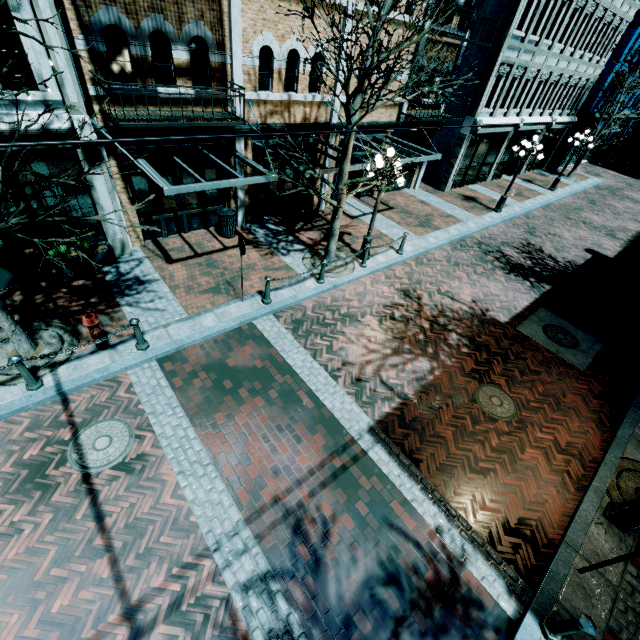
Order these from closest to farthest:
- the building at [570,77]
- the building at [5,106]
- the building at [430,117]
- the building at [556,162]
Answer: the building at [5,106] → the building at [430,117] → the building at [570,77] → the building at [556,162]

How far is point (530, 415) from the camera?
7.70m

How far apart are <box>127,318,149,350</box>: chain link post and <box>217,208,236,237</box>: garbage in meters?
5.3 m

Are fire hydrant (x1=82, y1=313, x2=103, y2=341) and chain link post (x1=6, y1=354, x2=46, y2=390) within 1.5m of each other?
yes

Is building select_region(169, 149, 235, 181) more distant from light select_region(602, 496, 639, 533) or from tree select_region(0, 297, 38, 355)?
light select_region(602, 496, 639, 533)

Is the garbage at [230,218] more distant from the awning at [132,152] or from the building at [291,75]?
the awning at [132,152]

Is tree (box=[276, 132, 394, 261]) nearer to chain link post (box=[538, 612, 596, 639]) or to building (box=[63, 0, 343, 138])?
building (box=[63, 0, 343, 138])

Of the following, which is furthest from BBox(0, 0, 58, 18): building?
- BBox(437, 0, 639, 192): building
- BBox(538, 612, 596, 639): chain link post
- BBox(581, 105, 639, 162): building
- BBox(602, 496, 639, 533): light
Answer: BBox(581, 105, 639, 162): building
